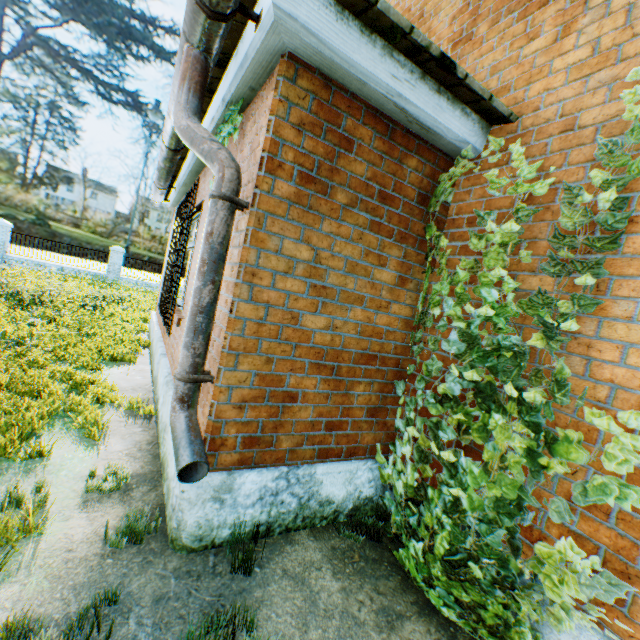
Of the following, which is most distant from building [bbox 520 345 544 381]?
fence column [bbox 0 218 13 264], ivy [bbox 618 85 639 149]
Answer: fence column [bbox 0 218 13 264]

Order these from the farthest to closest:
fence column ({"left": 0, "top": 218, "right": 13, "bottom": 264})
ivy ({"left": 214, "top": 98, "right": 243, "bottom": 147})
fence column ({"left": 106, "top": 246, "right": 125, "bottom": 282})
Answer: fence column ({"left": 106, "top": 246, "right": 125, "bottom": 282}) < fence column ({"left": 0, "top": 218, "right": 13, "bottom": 264}) < ivy ({"left": 214, "top": 98, "right": 243, "bottom": 147})

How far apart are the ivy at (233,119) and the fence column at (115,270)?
20.6 meters

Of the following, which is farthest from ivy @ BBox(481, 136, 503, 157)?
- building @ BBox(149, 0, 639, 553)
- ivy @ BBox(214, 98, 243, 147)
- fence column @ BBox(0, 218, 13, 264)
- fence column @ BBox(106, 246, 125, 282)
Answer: fence column @ BBox(0, 218, 13, 264)

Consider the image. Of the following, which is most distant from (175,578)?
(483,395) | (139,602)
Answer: (483,395)

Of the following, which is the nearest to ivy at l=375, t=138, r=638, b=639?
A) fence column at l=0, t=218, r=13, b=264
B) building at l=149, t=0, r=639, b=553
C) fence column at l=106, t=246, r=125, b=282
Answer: building at l=149, t=0, r=639, b=553

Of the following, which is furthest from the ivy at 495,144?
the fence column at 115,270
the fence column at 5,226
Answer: the fence column at 5,226

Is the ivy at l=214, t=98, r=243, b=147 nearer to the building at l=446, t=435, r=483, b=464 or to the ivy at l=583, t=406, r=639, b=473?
the building at l=446, t=435, r=483, b=464
